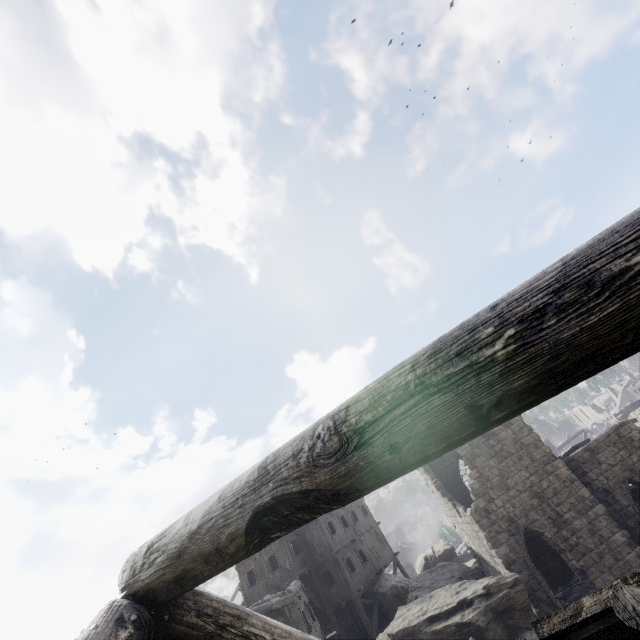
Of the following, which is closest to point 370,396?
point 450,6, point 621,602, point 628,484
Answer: point 621,602
